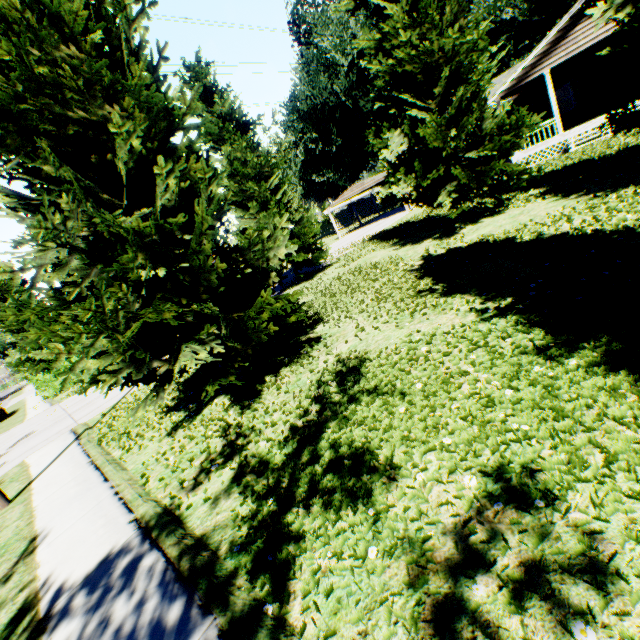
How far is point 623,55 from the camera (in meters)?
8.72

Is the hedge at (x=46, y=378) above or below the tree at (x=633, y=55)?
below

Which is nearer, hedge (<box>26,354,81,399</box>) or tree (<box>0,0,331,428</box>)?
tree (<box>0,0,331,428</box>)

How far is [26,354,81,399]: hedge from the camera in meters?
22.6 m

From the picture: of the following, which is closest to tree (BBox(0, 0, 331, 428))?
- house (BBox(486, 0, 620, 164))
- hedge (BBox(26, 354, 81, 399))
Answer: hedge (BBox(26, 354, 81, 399))
